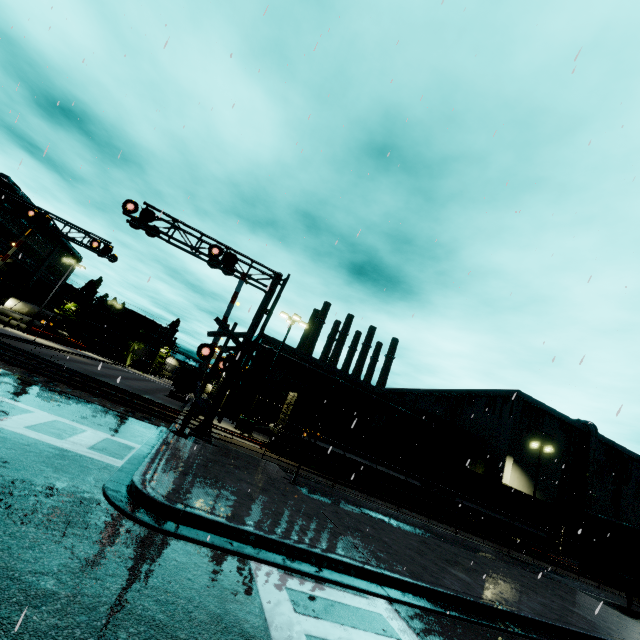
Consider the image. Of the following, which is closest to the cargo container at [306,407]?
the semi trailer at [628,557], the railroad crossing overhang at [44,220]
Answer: the semi trailer at [628,557]

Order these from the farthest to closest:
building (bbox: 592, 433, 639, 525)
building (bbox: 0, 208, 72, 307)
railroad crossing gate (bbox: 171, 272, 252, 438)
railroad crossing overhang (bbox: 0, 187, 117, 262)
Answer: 1. building (bbox: 592, 433, 639, 525)
2. building (bbox: 0, 208, 72, 307)
3. railroad crossing overhang (bbox: 0, 187, 117, 262)
4. railroad crossing gate (bbox: 171, 272, 252, 438)

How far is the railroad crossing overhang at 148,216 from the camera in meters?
14.7 m

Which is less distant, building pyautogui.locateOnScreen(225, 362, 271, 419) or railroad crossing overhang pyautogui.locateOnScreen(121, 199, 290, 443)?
railroad crossing overhang pyautogui.locateOnScreen(121, 199, 290, 443)

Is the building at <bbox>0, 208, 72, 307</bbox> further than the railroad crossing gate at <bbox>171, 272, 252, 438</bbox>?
Yes

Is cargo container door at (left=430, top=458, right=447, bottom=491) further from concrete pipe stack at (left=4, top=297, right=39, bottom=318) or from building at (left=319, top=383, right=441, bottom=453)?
concrete pipe stack at (left=4, top=297, right=39, bottom=318)

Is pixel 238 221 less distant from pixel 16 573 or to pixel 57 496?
pixel 57 496

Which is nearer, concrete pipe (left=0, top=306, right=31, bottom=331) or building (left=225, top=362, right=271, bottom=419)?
building (left=225, top=362, right=271, bottom=419)
